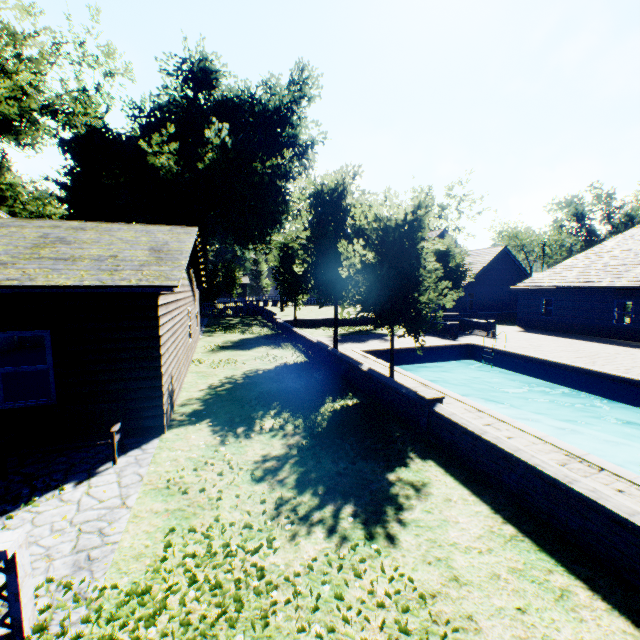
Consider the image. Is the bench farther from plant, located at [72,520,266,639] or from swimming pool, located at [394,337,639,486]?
swimming pool, located at [394,337,639,486]

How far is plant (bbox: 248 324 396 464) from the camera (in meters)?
7.07

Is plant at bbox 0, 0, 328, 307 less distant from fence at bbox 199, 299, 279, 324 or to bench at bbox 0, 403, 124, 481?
fence at bbox 199, 299, 279, 324

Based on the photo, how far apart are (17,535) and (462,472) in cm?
632

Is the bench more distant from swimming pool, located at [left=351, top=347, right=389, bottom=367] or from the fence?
the fence

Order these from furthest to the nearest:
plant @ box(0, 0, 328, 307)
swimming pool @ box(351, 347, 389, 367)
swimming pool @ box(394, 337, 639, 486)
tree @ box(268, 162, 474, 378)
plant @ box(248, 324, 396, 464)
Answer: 1. plant @ box(0, 0, 328, 307)
2. swimming pool @ box(351, 347, 389, 367)
3. tree @ box(268, 162, 474, 378)
4. swimming pool @ box(394, 337, 639, 486)
5. plant @ box(248, 324, 396, 464)

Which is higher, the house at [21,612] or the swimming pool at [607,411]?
the house at [21,612]

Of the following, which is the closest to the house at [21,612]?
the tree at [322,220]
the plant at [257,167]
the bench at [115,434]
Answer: the bench at [115,434]
